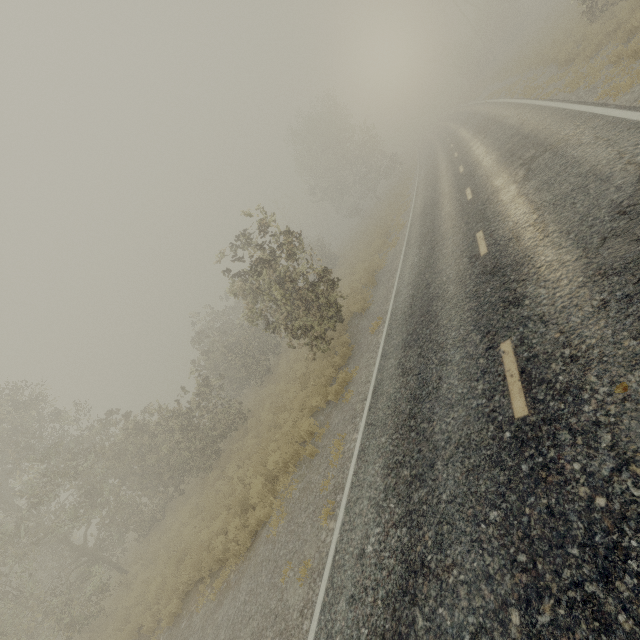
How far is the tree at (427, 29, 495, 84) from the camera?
42.28m

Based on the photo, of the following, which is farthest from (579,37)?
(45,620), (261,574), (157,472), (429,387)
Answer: (45,620)

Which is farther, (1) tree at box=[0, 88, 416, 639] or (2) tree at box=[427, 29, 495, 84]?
(2) tree at box=[427, 29, 495, 84]

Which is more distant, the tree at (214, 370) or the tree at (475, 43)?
the tree at (475, 43)

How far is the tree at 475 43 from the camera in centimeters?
4228cm
